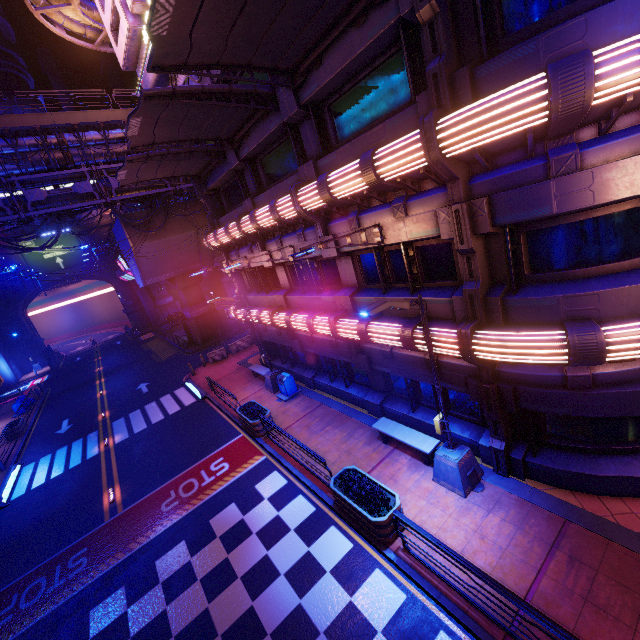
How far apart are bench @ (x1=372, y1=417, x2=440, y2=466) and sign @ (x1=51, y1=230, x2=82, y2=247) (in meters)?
56.18

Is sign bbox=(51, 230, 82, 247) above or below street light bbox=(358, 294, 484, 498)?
above

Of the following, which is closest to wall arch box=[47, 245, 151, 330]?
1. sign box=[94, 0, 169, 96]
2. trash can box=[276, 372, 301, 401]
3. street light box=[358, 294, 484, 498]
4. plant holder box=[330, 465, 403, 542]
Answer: sign box=[94, 0, 169, 96]

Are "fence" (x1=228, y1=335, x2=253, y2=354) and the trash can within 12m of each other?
yes

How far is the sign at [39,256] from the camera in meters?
46.9 m

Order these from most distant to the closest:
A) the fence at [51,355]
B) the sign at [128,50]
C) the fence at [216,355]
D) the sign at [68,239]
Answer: the sign at [68,239] < the fence at [51,355] < the fence at [216,355] < the sign at [128,50]

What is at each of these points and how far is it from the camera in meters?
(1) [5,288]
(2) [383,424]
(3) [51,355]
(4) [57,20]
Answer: (1) walkway, 39.8
(2) bench, 11.8
(3) fence, 47.9
(4) pipe, 19.5

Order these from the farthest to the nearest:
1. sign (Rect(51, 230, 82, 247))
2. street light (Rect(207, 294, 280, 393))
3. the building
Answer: sign (Rect(51, 230, 82, 247)) < the building < street light (Rect(207, 294, 280, 393))
